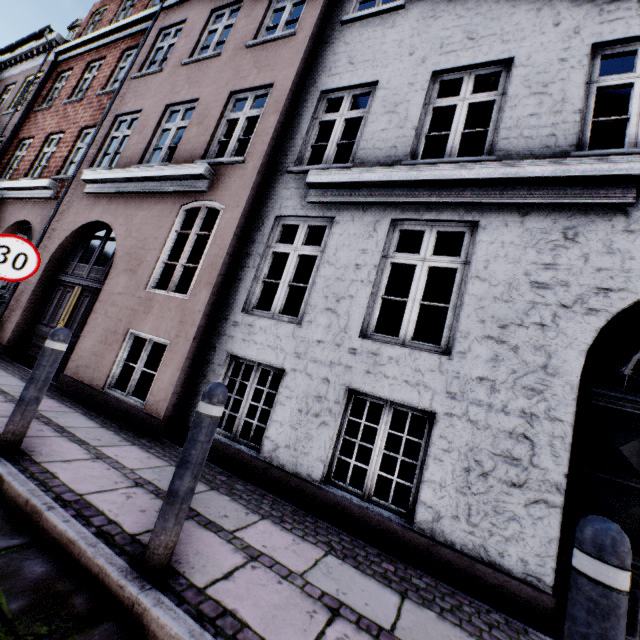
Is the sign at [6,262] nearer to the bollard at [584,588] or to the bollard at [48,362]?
the bollard at [48,362]

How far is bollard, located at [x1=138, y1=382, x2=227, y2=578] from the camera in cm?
185

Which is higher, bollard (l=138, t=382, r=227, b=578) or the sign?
the sign

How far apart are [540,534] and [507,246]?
3.0 meters

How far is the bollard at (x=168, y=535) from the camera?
1.9 meters

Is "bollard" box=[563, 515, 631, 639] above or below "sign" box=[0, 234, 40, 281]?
below

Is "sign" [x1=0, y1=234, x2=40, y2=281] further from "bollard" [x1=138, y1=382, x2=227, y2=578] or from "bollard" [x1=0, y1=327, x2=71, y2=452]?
"bollard" [x1=138, y1=382, x2=227, y2=578]

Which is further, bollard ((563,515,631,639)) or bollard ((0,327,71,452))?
bollard ((0,327,71,452))
